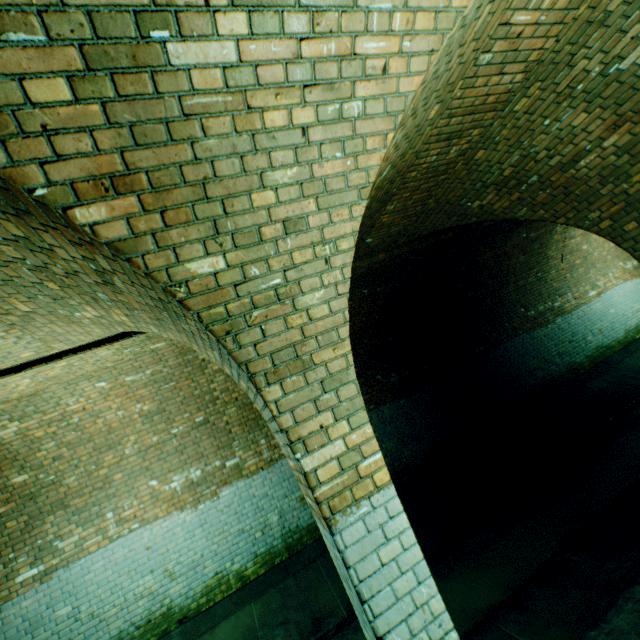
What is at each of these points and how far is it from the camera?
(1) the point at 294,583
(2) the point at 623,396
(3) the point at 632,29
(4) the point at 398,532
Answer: (1) building tunnel, 5.6 meters
(2) building tunnel, 7.7 meters
(3) support arch, 2.7 meters
(4) support arch, 1.9 meters

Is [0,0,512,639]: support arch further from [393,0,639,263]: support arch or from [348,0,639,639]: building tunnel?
[393,0,639,263]: support arch

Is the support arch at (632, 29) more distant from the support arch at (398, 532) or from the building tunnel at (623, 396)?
the support arch at (398, 532)

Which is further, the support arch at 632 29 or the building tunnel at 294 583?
the building tunnel at 294 583

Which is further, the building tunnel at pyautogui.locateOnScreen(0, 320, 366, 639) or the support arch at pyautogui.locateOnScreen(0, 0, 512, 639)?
the building tunnel at pyautogui.locateOnScreen(0, 320, 366, 639)
